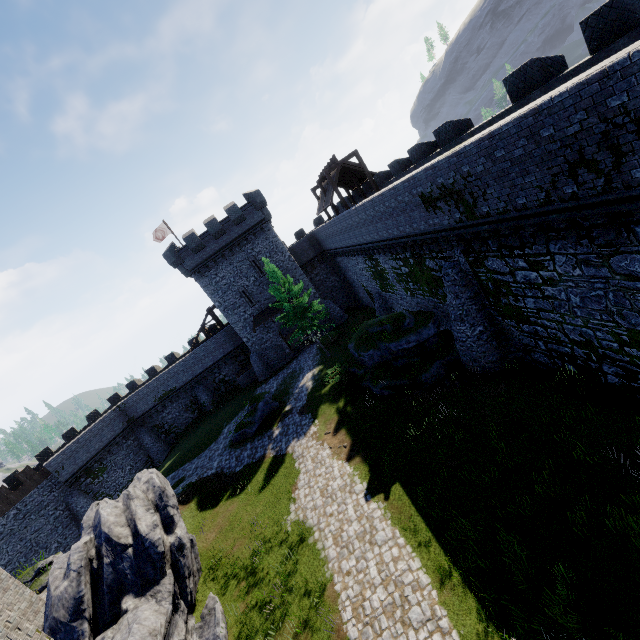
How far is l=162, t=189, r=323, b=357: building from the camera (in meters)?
32.56

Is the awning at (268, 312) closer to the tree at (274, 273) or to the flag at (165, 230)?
the tree at (274, 273)

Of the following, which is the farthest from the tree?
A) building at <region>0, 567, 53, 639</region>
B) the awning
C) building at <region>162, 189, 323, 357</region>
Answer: building at <region>0, 567, 53, 639</region>

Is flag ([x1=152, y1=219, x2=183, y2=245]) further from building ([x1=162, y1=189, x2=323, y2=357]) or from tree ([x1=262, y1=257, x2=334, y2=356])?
tree ([x1=262, y1=257, x2=334, y2=356])

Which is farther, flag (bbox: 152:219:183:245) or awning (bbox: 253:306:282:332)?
flag (bbox: 152:219:183:245)

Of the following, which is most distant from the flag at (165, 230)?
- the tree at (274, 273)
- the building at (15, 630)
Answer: the building at (15, 630)

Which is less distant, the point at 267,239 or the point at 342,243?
the point at 342,243

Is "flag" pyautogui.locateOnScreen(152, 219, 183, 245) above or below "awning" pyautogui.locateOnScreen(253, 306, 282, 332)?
above
